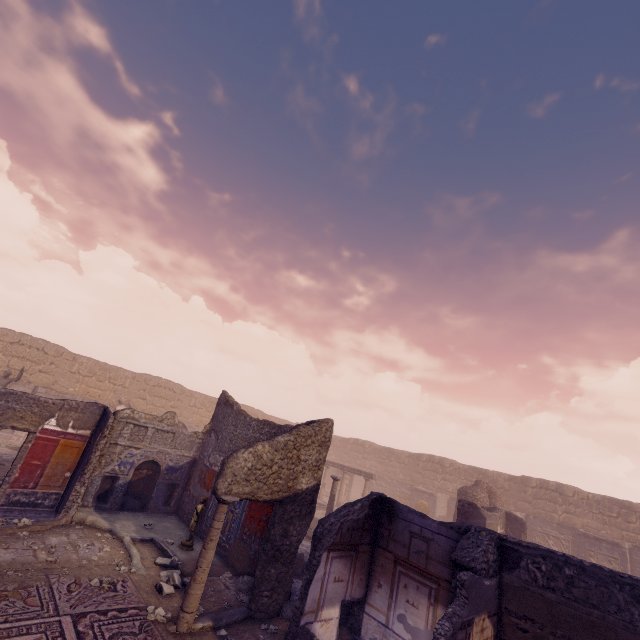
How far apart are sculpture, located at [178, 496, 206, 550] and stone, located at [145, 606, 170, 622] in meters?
2.7

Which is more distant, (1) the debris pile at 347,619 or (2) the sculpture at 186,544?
(2) the sculpture at 186,544

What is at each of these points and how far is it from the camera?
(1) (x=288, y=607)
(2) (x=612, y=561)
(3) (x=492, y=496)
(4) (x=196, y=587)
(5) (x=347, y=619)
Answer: (1) debris pile, 6.92m
(2) relief sculpture, 15.53m
(3) wall arch, 18.16m
(4) column, 5.63m
(5) debris pile, 7.25m

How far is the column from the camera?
5.48m

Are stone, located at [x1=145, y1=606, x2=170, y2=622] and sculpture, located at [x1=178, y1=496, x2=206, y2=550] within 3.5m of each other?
yes

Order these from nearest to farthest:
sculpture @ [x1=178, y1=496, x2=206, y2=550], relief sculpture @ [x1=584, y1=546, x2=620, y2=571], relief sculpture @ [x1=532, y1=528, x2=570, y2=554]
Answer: sculpture @ [x1=178, y1=496, x2=206, y2=550]
relief sculpture @ [x1=584, y1=546, x2=620, y2=571]
relief sculpture @ [x1=532, y1=528, x2=570, y2=554]

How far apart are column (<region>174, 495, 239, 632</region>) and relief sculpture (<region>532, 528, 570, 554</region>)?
21.23m

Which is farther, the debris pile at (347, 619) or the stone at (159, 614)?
the debris pile at (347, 619)
